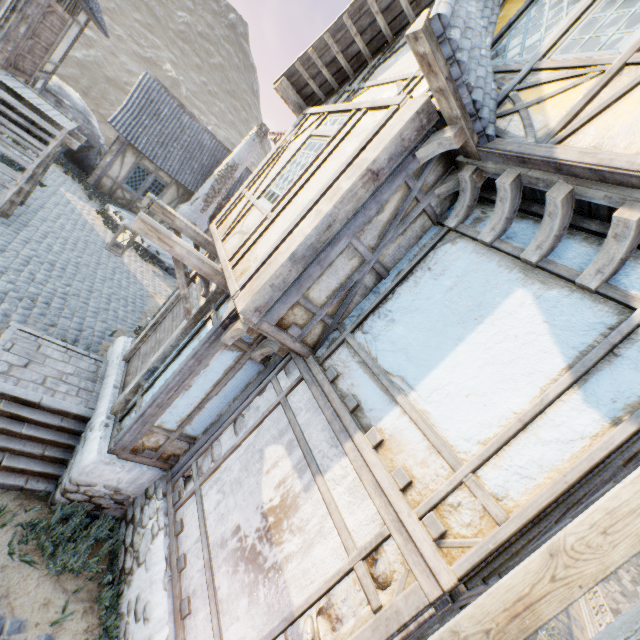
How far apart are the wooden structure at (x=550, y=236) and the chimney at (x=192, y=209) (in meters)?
16.52

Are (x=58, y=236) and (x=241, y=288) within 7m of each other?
no

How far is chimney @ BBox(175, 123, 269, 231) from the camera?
16.38m

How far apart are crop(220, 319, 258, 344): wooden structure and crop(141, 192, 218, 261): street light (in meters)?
2.12

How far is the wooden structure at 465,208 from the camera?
3.4m

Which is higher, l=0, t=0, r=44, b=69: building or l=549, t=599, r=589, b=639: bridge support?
l=0, t=0, r=44, b=69: building

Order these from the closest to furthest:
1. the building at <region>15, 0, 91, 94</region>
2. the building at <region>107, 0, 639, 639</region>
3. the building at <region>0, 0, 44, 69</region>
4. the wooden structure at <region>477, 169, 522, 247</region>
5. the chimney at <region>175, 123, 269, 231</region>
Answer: the building at <region>107, 0, 639, 639</region>
the wooden structure at <region>477, 169, 522, 247</region>
the building at <region>0, 0, 44, 69</region>
the building at <region>15, 0, 91, 94</region>
the chimney at <region>175, 123, 269, 231</region>

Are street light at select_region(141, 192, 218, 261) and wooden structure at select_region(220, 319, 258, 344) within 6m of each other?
yes
